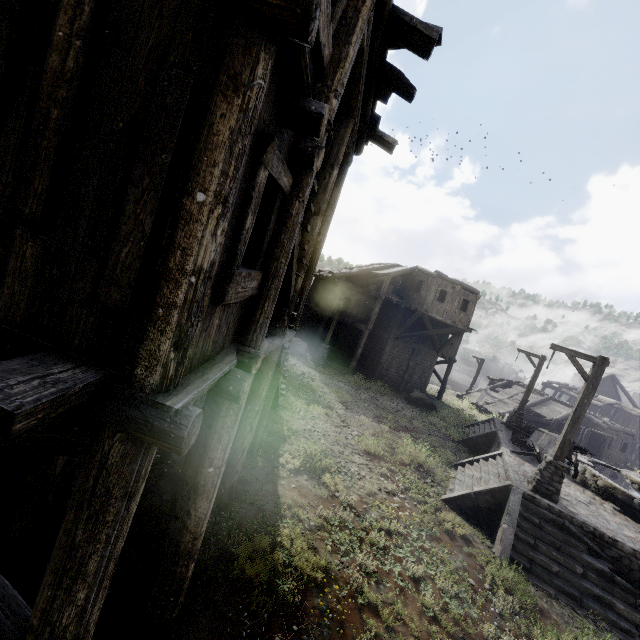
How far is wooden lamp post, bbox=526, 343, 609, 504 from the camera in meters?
9.9

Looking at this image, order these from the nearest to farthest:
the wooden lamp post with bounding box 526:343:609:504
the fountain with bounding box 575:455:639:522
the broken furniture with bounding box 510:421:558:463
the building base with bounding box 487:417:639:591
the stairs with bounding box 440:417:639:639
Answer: the stairs with bounding box 440:417:639:639, the building base with bounding box 487:417:639:591, the wooden lamp post with bounding box 526:343:609:504, the fountain with bounding box 575:455:639:522, the broken furniture with bounding box 510:421:558:463

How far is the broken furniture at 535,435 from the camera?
13.97m

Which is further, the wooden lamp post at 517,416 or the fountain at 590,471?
the wooden lamp post at 517,416

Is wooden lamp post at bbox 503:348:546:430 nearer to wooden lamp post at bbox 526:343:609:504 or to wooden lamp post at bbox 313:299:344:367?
wooden lamp post at bbox 526:343:609:504

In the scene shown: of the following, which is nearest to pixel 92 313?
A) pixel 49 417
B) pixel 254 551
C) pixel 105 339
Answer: pixel 105 339

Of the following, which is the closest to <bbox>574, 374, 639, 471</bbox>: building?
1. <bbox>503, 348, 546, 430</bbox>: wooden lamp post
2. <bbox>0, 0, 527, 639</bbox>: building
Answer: <bbox>0, 0, 527, 639</bbox>: building

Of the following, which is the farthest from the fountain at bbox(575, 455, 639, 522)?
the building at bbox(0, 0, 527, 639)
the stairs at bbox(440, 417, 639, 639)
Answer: the building at bbox(0, 0, 527, 639)
